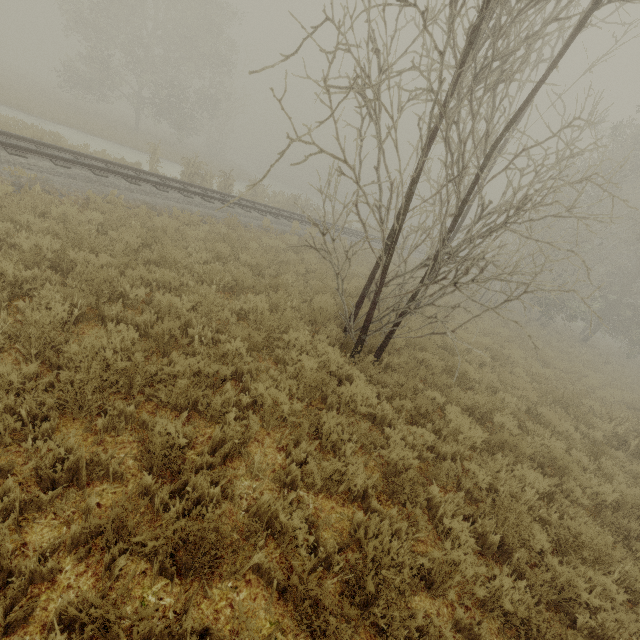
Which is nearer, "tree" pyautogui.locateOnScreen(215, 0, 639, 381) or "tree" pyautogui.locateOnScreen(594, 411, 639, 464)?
"tree" pyautogui.locateOnScreen(215, 0, 639, 381)

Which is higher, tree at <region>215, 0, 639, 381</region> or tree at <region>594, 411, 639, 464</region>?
tree at <region>215, 0, 639, 381</region>

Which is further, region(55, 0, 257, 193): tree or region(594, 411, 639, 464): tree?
region(55, 0, 257, 193): tree

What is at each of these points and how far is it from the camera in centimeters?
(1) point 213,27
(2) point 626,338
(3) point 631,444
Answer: (1) tree, 2661cm
(2) tree, 2080cm
(3) tree, 804cm

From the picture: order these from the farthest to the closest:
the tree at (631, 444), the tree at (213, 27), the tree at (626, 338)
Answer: the tree at (213, 27) < the tree at (631, 444) < the tree at (626, 338)

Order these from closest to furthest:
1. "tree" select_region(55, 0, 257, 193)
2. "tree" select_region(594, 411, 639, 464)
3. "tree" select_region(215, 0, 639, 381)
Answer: "tree" select_region(215, 0, 639, 381)
"tree" select_region(594, 411, 639, 464)
"tree" select_region(55, 0, 257, 193)

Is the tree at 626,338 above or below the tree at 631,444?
above
